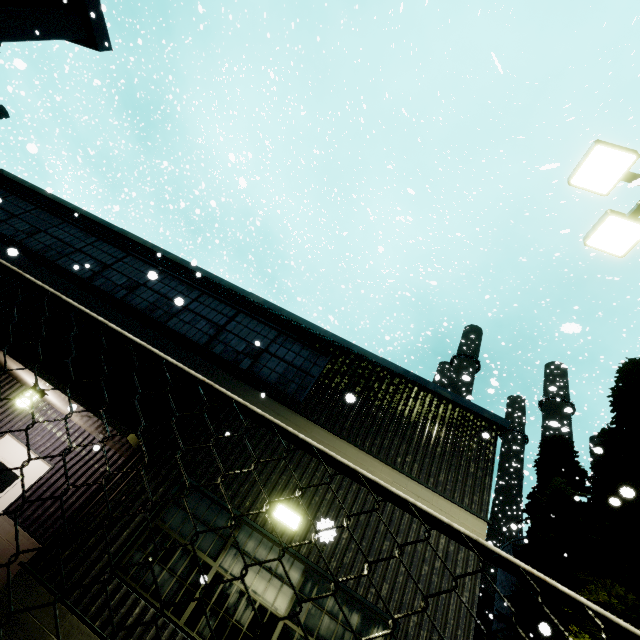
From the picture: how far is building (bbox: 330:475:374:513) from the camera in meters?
5.5 m

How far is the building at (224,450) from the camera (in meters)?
5.70

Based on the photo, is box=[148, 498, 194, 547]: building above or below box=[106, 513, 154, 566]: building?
above

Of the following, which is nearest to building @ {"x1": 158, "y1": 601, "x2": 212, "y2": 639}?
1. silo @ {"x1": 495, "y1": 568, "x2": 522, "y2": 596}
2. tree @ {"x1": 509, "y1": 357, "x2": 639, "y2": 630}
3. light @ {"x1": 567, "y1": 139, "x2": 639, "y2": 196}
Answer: light @ {"x1": 567, "y1": 139, "x2": 639, "y2": 196}

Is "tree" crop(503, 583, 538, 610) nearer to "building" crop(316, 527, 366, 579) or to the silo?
the silo

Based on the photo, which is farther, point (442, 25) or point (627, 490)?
point (442, 25)

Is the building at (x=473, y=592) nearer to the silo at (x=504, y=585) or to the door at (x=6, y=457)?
the door at (x=6, y=457)

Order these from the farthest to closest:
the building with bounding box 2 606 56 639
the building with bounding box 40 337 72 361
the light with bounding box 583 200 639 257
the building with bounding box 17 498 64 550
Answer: the building with bounding box 40 337 72 361 → the building with bounding box 17 498 64 550 → the light with bounding box 583 200 639 257 → the building with bounding box 2 606 56 639
